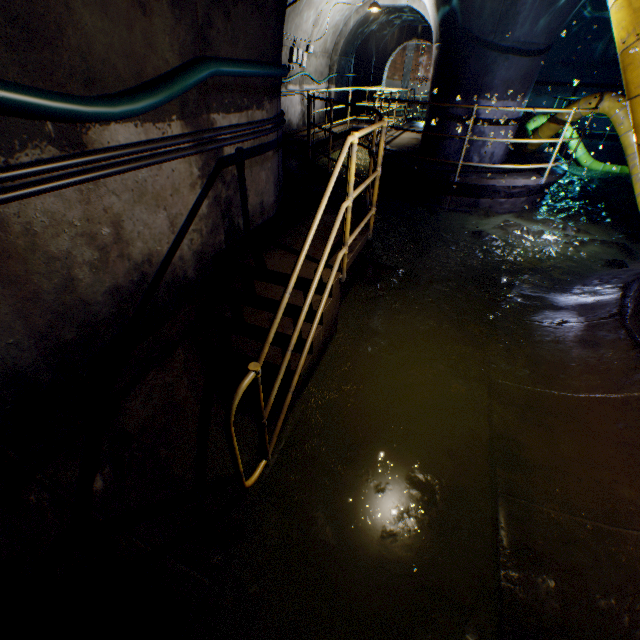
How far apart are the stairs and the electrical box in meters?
10.0

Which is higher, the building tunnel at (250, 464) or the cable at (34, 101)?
the cable at (34, 101)

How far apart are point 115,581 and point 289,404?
1.53m

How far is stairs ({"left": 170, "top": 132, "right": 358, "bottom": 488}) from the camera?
2.2 meters

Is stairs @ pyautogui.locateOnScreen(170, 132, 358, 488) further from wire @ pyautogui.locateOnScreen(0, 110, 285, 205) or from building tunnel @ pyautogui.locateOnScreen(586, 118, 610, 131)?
wire @ pyautogui.locateOnScreen(0, 110, 285, 205)

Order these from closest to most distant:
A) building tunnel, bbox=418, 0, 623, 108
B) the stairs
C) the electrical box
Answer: the stairs → building tunnel, bbox=418, 0, 623, 108 → the electrical box

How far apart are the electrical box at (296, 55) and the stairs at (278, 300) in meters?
10.0

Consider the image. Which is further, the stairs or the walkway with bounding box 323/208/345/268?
the walkway with bounding box 323/208/345/268
